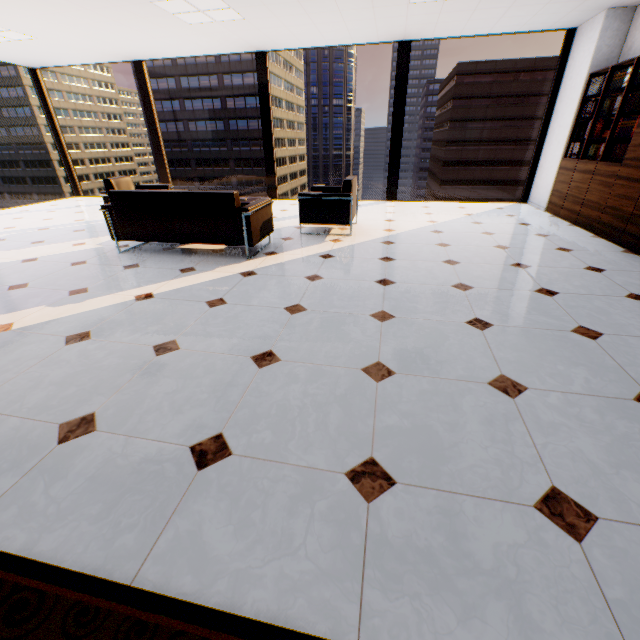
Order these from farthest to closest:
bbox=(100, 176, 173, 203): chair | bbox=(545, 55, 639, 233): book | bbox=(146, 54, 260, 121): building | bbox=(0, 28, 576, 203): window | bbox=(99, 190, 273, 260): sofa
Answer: bbox=(146, 54, 260, 121): building < bbox=(0, 28, 576, 203): window < bbox=(100, 176, 173, 203): chair < bbox=(545, 55, 639, 233): book < bbox=(99, 190, 273, 260): sofa

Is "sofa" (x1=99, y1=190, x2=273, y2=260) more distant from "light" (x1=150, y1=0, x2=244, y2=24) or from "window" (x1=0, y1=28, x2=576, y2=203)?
"window" (x1=0, y1=28, x2=576, y2=203)

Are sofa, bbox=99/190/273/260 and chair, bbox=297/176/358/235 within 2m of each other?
yes

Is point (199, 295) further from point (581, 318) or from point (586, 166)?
point (586, 166)

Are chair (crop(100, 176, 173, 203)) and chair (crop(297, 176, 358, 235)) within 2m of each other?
no

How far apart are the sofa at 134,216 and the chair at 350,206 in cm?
57

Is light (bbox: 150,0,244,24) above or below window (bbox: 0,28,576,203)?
above

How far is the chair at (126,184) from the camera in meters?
5.4
